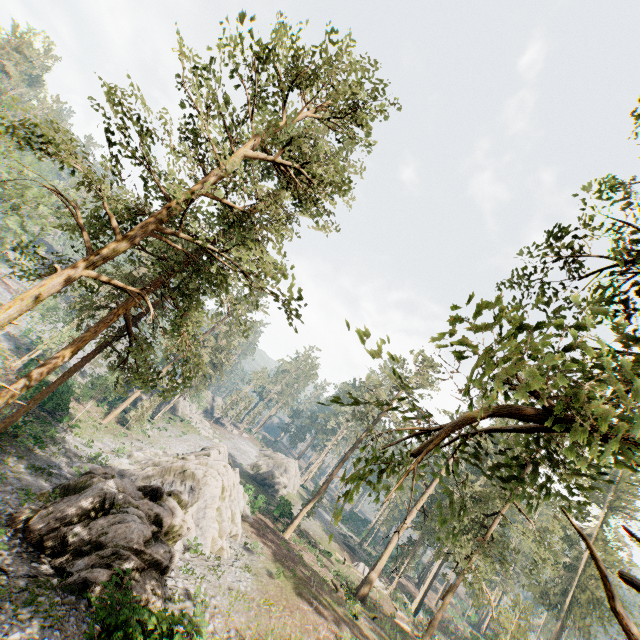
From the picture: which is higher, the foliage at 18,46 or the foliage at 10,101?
the foliage at 18,46

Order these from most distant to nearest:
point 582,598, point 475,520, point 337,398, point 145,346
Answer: point 582,598
point 145,346
point 475,520
point 337,398

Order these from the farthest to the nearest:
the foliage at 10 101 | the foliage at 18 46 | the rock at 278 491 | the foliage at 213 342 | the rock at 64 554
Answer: the rock at 278 491 < the foliage at 18 46 < the rock at 64 554 < the foliage at 213 342 < the foliage at 10 101

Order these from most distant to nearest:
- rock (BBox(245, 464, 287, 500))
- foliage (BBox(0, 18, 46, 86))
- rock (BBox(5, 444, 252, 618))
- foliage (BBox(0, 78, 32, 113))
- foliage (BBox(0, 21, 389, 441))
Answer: rock (BBox(245, 464, 287, 500)), foliage (BBox(0, 18, 46, 86)), rock (BBox(5, 444, 252, 618)), foliage (BBox(0, 21, 389, 441)), foliage (BBox(0, 78, 32, 113))

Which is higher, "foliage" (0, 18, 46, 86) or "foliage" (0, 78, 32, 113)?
"foliage" (0, 18, 46, 86)

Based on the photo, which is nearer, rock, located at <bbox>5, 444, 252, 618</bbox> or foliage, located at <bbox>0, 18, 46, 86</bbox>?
rock, located at <bbox>5, 444, 252, 618</bbox>

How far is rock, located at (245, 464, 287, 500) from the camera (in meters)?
53.28
